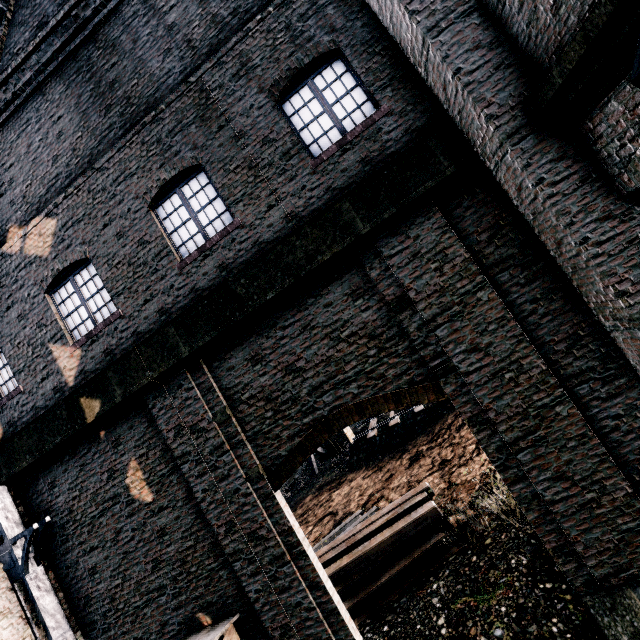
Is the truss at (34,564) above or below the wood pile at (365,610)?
above

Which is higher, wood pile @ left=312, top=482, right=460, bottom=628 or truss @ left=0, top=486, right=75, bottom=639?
truss @ left=0, top=486, right=75, bottom=639

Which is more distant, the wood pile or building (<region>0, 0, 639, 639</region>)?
the wood pile

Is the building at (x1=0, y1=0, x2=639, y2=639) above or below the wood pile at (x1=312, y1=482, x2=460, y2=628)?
above

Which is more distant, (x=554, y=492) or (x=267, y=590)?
(x=267, y=590)

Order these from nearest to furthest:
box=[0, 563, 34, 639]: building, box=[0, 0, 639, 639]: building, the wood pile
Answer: box=[0, 0, 639, 639]: building
box=[0, 563, 34, 639]: building
the wood pile

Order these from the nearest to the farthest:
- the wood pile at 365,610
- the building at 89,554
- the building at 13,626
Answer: the building at 89,554
the building at 13,626
the wood pile at 365,610
